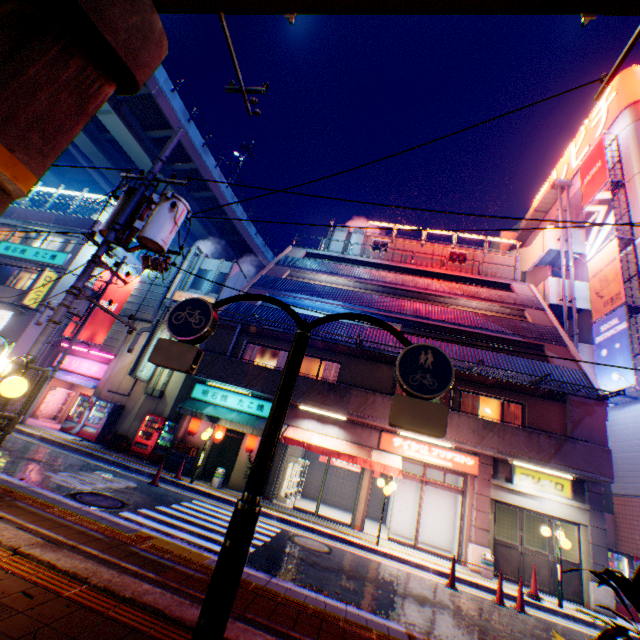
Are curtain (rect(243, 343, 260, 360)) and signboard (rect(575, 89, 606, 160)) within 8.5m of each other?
no

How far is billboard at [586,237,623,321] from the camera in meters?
17.7 m

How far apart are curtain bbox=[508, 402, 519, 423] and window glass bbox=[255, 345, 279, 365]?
11.2m

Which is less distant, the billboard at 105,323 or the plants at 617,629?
the plants at 617,629

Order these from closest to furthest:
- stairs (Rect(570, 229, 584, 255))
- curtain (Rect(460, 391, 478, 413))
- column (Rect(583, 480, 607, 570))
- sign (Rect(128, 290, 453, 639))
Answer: sign (Rect(128, 290, 453, 639)) < column (Rect(583, 480, 607, 570)) < curtain (Rect(460, 391, 478, 413)) < stairs (Rect(570, 229, 584, 255))

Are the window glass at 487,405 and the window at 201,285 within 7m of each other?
no

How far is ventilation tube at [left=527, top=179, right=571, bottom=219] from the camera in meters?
24.8 m

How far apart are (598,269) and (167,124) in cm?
3473
